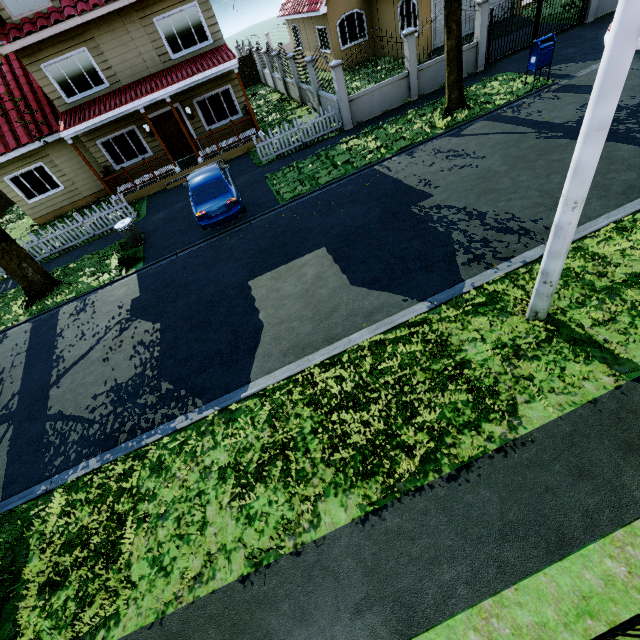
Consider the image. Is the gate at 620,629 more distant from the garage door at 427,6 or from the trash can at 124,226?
the garage door at 427,6

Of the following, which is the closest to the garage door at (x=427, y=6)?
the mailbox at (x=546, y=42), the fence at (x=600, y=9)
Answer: the fence at (x=600, y=9)

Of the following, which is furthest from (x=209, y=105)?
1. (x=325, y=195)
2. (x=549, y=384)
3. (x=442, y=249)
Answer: (x=549, y=384)

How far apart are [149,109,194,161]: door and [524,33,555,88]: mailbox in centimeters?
1492cm

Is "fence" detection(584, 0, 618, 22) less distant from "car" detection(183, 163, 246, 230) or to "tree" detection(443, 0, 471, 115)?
"tree" detection(443, 0, 471, 115)

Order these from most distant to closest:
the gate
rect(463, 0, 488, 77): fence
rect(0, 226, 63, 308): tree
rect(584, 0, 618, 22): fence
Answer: rect(584, 0, 618, 22): fence → rect(463, 0, 488, 77): fence → rect(0, 226, 63, 308): tree → the gate

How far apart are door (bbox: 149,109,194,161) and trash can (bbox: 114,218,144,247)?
6.7 meters

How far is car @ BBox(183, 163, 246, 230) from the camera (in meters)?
10.66
